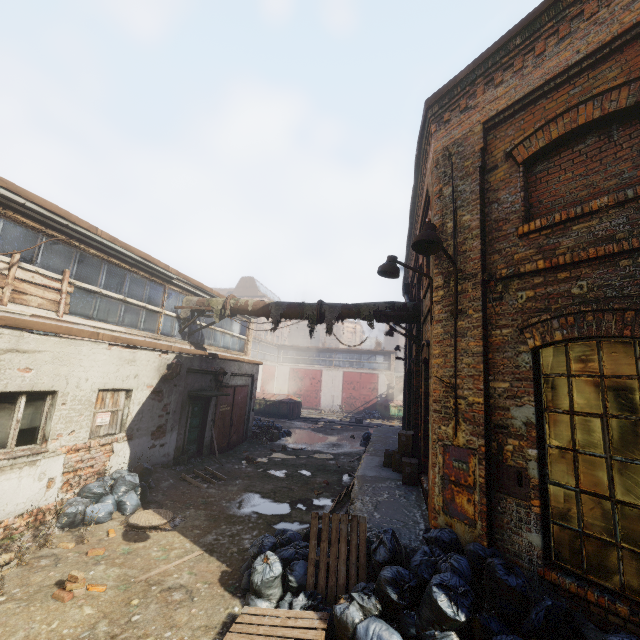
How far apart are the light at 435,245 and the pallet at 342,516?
3.4 meters

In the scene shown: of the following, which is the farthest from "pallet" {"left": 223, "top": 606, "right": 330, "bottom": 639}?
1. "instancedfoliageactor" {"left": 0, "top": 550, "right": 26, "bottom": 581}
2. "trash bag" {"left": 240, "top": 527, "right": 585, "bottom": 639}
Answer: "instancedfoliageactor" {"left": 0, "top": 550, "right": 26, "bottom": 581}

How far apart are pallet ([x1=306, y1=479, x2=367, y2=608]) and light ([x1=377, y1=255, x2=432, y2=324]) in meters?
3.3

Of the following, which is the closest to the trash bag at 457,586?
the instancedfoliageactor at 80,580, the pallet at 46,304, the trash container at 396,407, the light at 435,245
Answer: the instancedfoliageactor at 80,580

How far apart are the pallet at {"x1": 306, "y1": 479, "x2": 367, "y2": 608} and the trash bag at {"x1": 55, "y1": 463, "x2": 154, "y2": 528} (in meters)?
4.68

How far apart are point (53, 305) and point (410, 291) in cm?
1128

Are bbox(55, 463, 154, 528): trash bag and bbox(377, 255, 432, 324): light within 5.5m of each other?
no

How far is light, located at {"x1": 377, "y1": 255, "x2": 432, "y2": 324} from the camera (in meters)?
5.62
